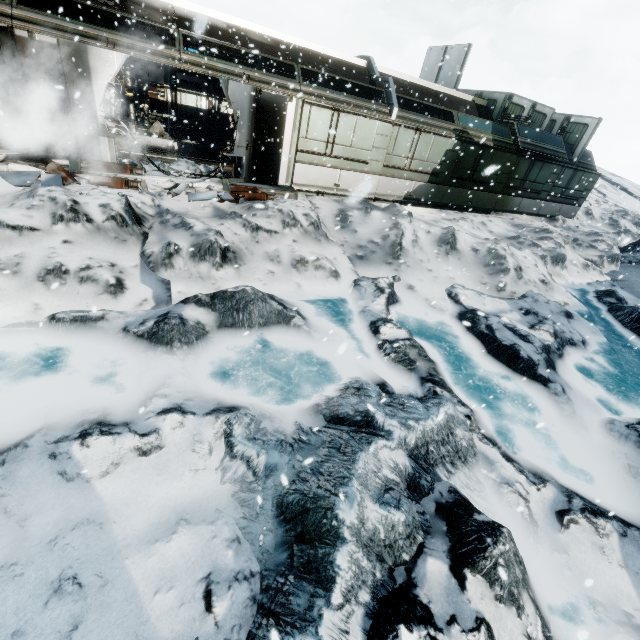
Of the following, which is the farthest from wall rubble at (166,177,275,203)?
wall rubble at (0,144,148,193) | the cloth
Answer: the cloth

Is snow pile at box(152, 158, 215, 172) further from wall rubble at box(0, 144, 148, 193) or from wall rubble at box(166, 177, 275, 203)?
wall rubble at box(166, 177, 275, 203)

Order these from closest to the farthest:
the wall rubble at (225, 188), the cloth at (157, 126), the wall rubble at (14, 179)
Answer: the wall rubble at (14, 179) → the wall rubble at (225, 188) → the cloth at (157, 126)

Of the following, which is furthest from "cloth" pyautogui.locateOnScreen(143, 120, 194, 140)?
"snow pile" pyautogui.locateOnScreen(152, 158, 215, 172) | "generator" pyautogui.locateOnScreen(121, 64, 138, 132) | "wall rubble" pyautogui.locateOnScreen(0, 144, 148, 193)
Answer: "wall rubble" pyautogui.locateOnScreen(0, 144, 148, 193)

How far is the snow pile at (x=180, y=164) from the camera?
10.00m

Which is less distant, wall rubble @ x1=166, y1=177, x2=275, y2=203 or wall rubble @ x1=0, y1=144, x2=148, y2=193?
wall rubble @ x1=0, y1=144, x2=148, y2=193

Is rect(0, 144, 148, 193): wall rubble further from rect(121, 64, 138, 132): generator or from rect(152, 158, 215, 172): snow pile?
rect(121, 64, 138, 132): generator

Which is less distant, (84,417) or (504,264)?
(84,417)
